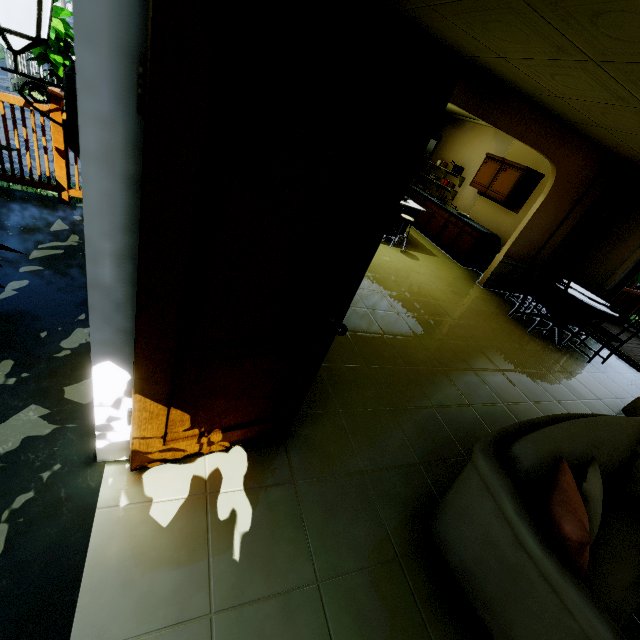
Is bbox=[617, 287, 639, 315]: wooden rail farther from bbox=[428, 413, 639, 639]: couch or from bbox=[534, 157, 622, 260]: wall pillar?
bbox=[428, 413, 639, 639]: couch

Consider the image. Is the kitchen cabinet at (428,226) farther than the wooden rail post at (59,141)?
Yes

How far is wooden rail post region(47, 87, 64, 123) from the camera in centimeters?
295cm

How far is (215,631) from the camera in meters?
1.3 m

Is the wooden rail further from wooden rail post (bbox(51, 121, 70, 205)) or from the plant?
the plant

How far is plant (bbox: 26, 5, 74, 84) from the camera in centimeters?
729cm

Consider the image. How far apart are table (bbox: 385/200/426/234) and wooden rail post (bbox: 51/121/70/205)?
4.04m

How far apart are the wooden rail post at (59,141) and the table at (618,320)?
6.90m
